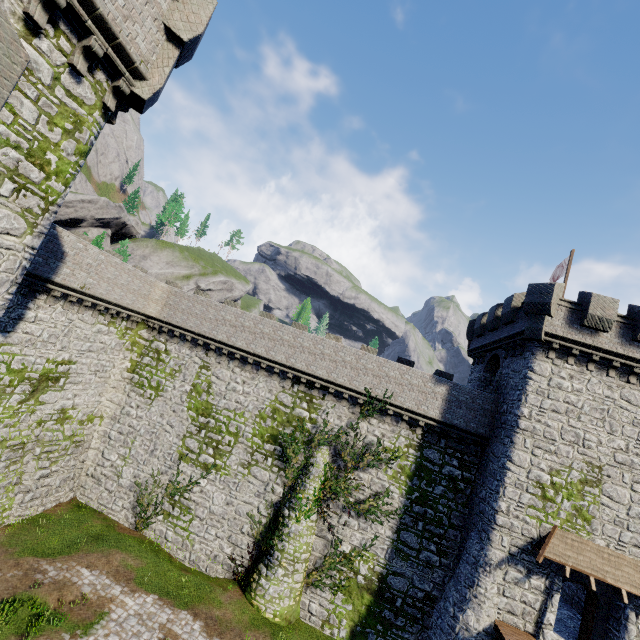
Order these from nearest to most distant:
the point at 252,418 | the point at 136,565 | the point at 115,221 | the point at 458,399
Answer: the point at 136,565 < the point at 458,399 < the point at 252,418 < the point at 115,221

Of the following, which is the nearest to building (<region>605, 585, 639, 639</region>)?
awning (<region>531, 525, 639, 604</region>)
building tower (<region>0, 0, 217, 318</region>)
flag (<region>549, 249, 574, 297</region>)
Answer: awning (<region>531, 525, 639, 604</region>)

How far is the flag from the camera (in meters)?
20.30

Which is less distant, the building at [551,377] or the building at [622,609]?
the building at [622,609]

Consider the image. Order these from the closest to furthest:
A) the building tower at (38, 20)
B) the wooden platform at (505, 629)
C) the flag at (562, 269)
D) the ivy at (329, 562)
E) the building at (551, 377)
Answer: the building tower at (38, 20)
the wooden platform at (505, 629)
the building at (551, 377)
the ivy at (329, 562)
the flag at (562, 269)

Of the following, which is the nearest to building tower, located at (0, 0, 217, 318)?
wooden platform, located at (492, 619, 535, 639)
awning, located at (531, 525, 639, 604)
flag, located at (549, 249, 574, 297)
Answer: wooden platform, located at (492, 619, 535, 639)

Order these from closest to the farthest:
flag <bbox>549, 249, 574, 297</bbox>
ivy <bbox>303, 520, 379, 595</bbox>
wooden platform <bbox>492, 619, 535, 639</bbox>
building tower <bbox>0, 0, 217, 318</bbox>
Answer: building tower <bbox>0, 0, 217, 318</bbox> → wooden platform <bbox>492, 619, 535, 639</bbox> → ivy <bbox>303, 520, 379, 595</bbox> → flag <bbox>549, 249, 574, 297</bbox>

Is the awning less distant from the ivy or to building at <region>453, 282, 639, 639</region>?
building at <region>453, 282, 639, 639</region>
